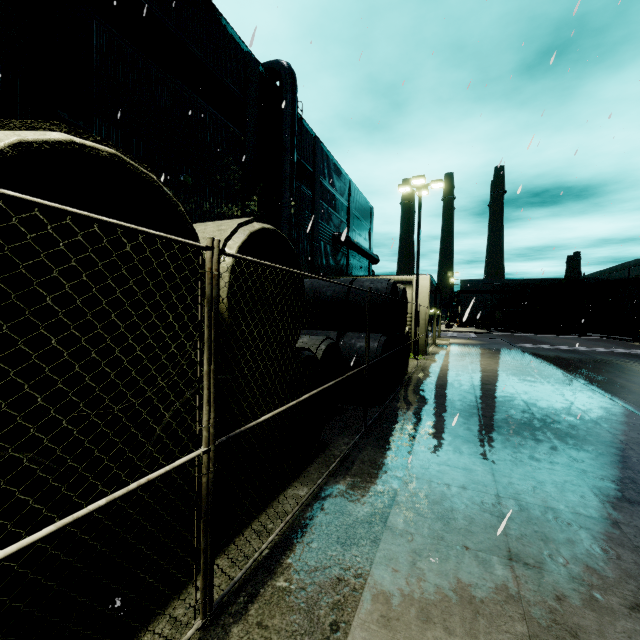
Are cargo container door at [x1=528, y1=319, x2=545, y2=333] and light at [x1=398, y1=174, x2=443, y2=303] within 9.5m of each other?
no

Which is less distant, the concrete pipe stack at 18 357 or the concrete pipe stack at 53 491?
the concrete pipe stack at 53 491

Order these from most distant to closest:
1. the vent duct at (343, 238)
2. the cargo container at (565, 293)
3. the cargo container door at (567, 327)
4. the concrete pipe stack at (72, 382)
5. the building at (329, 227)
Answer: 1. the cargo container at (565, 293)
2. the cargo container door at (567, 327)
3. the vent duct at (343, 238)
4. the building at (329, 227)
5. the concrete pipe stack at (72, 382)

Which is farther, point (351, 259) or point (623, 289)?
point (623, 289)

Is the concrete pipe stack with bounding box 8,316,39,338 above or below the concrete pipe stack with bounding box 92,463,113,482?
above

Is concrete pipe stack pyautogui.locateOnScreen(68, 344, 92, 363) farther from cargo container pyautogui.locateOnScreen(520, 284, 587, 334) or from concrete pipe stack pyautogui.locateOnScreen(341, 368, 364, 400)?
cargo container pyautogui.locateOnScreen(520, 284, 587, 334)

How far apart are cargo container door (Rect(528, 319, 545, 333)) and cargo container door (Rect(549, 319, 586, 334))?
0.8m

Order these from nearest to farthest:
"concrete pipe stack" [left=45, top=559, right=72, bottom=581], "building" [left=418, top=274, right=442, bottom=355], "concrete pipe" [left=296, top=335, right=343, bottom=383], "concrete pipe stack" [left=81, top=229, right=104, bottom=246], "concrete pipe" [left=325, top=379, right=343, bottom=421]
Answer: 1. "concrete pipe stack" [left=45, top=559, right=72, bottom=581]
2. "concrete pipe stack" [left=81, top=229, right=104, bottom=246]
3. "concrete pipe" [left=296, top=335, right=343, bottom=383]
4. "concrete pipe" [left=325, top=379, right=343, bottom=421]
5. "building" [left=418, top=274, right=442, bottom=355]
